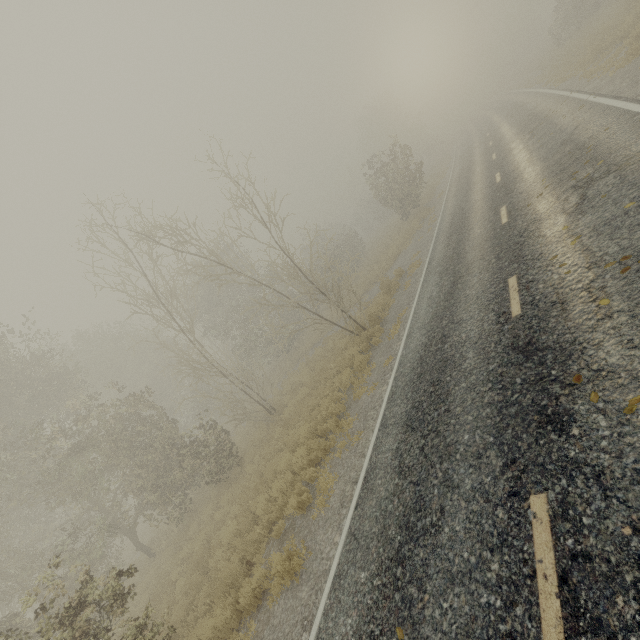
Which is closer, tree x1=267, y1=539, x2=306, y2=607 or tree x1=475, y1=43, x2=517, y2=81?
tree x1=267, y1=539, x2=306, y2=607

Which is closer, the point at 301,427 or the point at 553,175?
the point at 553,175

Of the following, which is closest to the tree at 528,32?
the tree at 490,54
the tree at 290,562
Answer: the tree at 290,562

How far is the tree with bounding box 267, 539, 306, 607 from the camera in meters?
6.3 m

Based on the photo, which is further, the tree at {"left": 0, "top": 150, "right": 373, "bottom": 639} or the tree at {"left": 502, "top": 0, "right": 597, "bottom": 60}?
the tree at {"left": 502, "top": 0, "right": 597, "bottom": 60}

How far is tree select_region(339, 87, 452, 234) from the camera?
24.1 meters

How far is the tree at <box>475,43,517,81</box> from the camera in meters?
53.8 m

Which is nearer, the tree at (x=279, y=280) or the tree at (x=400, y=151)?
the tree at (x=279, y=280)
